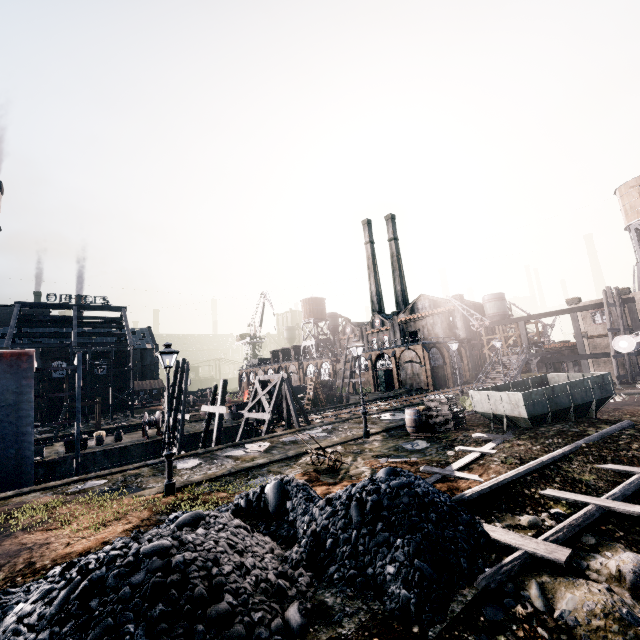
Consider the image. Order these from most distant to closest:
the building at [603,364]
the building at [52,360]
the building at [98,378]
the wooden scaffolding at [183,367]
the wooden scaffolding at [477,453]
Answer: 1. the building at [98,378]
2. the building at [52,360]
3. the building at [603,364]
4. the wooden scaffolding at [183,367]
5. the wooden scaffolding at [477,453]

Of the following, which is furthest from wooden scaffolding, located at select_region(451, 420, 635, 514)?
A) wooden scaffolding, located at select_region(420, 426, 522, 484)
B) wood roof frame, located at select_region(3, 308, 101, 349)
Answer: wood roof frame, located at select_region(3, 308, 101, 349)

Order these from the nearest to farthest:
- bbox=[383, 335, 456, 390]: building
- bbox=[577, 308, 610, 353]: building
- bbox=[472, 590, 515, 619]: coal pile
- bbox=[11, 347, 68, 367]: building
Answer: bbox=[472, 590, 515, 619]: coal pile
bbox=[577, 308, 610, 353]: building
bbox=[383, 335, 456, 390]: building
bbox=[11, 347, 68, 367]: building

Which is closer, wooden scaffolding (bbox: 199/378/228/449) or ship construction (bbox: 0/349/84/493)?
ship construction (bbox: 0/349/84/493)

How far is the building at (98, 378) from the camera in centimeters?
5887cm

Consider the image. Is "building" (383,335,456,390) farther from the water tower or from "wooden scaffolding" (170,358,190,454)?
"wooden scaffolding" (170,358,190,454)

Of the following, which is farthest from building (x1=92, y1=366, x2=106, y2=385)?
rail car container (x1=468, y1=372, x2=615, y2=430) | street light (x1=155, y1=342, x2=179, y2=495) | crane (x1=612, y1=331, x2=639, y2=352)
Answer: street light (x1=155, y1=342, x2=179, y2=495)

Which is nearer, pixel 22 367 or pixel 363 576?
pixel 363 576
